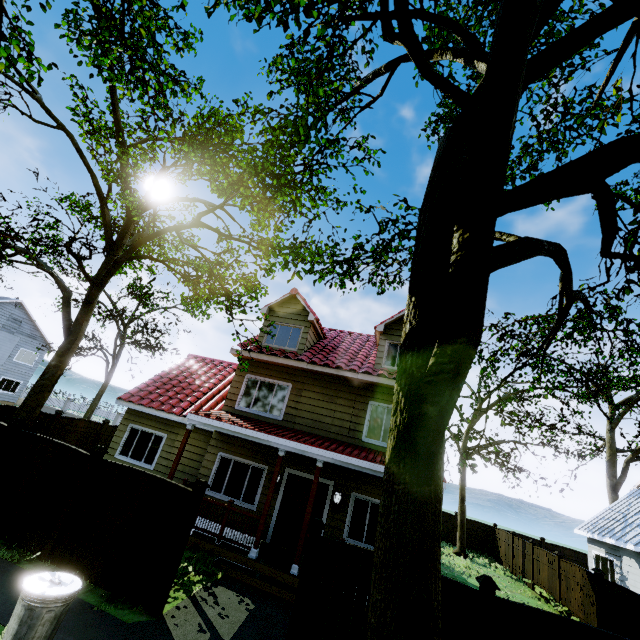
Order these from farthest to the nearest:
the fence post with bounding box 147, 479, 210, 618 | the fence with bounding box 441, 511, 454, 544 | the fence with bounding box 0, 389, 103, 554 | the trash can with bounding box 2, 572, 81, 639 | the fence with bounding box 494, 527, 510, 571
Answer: the fence with bounding box 441, 511, 454, 544 → the fence with bounding box 494, 527, 510, 571 → the fence with bounding box 0, 389, 103, 554 → the fence post with bounding box 147, 479, 210, 618 → the trash can with bounding box 2, 572, 81, 639

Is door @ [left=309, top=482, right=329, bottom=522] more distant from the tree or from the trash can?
the trash can

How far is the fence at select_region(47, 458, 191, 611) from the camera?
6.2 meters

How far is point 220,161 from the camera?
14.1m

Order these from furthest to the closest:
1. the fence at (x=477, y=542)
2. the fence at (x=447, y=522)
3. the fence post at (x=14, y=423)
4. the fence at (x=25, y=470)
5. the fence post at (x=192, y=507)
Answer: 1. the fence at (x=447, y=522)
2. the fence at (x=477, y=542)
3. the fence post at (x=14, y=423)
4. the fence at (x=25, y=470)
5. the fence post at (x=192, y=507)

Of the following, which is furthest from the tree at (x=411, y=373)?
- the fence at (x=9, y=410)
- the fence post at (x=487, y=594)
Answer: the fence post at (x=487, y=594)

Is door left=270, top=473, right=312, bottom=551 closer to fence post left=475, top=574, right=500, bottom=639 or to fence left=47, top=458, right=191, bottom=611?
fence left=47, top=458, right=191, bottom=611

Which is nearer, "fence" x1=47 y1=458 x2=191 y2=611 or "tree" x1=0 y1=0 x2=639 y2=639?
"tree" x1=0 y1=0 x2=639 y2=639
